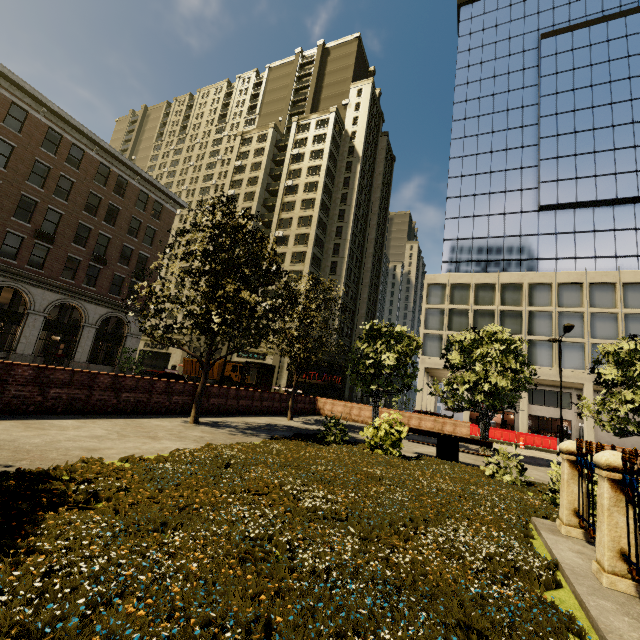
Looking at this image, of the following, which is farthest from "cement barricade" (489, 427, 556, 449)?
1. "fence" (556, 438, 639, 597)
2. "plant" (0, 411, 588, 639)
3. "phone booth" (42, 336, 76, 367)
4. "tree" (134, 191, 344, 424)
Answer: "phone booth" (42, 336, 76, 367)

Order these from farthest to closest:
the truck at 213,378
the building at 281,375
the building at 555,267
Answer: the building at 281,375, the truck at 213,378, the building at 555,267

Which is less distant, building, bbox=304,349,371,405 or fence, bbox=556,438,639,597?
fence, bbox=556,438,639,597

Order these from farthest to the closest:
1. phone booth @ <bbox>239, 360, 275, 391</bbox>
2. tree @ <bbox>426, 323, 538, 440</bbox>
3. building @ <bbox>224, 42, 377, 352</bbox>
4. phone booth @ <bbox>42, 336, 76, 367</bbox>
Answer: building @ <bbox>224, 42, 377, 352</bbox> → phone booth @ <bbox>42, 336, 76, 367</bbox> → phone booth @ <bbox>239, 360, 275, 391</bbox> → tree @ <bbox>426, 323, 538, 440</bbox>

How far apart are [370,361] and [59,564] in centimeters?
1418cm

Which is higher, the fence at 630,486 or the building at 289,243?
the building at 289,243

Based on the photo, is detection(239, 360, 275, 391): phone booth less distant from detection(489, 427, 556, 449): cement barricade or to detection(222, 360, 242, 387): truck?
detection(222, 360, 242, 387): truck

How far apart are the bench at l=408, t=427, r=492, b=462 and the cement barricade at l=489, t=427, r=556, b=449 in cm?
1901
